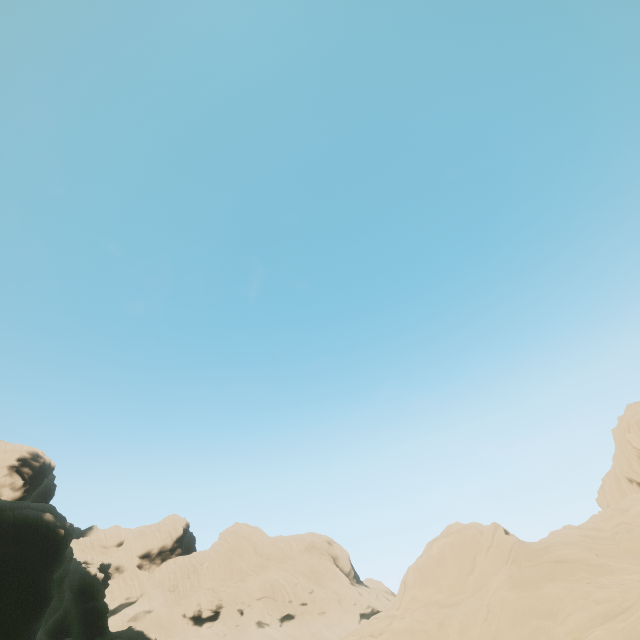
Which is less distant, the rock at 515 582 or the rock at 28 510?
the rock at 515 582

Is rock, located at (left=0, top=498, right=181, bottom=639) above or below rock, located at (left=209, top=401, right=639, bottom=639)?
above

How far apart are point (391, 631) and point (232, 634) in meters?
59.8 m

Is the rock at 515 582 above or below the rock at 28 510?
below

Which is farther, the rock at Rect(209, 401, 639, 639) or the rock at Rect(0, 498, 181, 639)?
the rock at Rect(0, 498, 181, 639)
